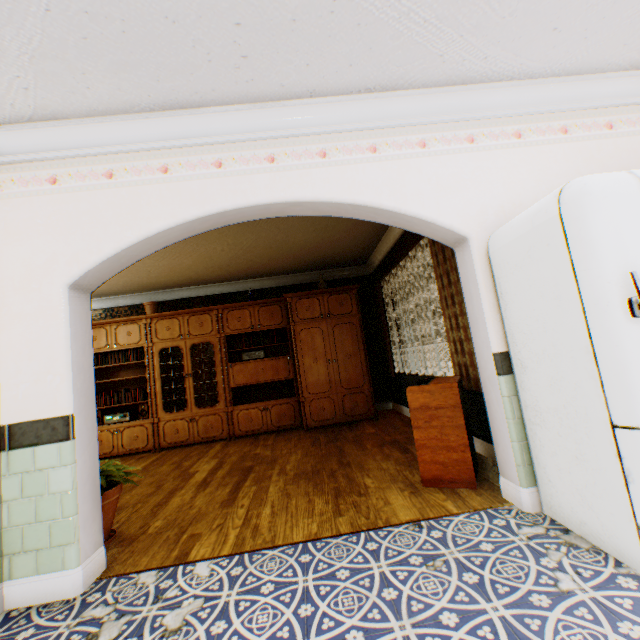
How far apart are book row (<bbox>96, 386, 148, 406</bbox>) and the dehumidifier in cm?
519

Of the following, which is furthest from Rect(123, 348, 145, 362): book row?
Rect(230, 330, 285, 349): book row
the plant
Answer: the plant

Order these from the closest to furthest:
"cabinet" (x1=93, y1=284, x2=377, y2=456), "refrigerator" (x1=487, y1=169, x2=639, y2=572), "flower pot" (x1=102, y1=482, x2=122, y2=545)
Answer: "refrigerator" (x1=487, y1=169, x2=639, y2=572) → "flower pot" (x1=102, y1=482, x2=122, y2=545) → "cabinet" (x1=93, y1=284, x2=377, y2=456)

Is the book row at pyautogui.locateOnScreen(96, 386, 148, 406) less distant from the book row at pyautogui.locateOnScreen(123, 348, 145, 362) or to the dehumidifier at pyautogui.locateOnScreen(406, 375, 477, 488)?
the book row at pyautogui.locateOnScreen(123, 348, 145, 362)

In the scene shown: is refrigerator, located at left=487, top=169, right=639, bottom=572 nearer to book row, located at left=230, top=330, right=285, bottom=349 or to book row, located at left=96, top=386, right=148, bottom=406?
book row, located at left=230, top=330, right=285, bottom=349

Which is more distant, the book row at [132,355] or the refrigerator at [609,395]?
the book row at [132,355]

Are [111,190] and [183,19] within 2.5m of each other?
yes

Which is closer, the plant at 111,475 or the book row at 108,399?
the plant at 111,475
